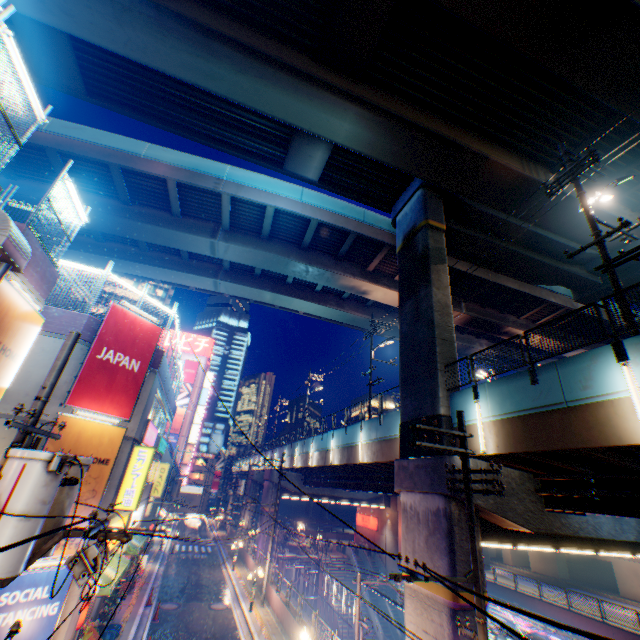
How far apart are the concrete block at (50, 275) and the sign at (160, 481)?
21.57m

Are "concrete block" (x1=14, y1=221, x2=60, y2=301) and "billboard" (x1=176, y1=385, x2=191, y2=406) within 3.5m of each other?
no

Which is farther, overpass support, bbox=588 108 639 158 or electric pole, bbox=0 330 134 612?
overpass support, bbox=588 108 639 158

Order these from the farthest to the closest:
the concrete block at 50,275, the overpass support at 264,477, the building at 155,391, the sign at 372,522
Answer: the sign at 372,522
the overpass support at 264,477
the building at 155,391
the concrete block at 50,275

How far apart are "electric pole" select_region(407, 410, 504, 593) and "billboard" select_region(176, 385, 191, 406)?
57.2m

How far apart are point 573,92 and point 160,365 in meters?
24.0

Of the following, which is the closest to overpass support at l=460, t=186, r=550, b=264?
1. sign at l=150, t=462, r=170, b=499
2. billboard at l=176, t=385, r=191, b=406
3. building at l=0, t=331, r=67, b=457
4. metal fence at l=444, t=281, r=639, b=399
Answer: metal fence at l=444, t=281, r=639, b=399

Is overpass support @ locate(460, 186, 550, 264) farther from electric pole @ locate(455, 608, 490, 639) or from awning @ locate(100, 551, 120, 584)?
awning @ locate(100, 551, 120, 584)
